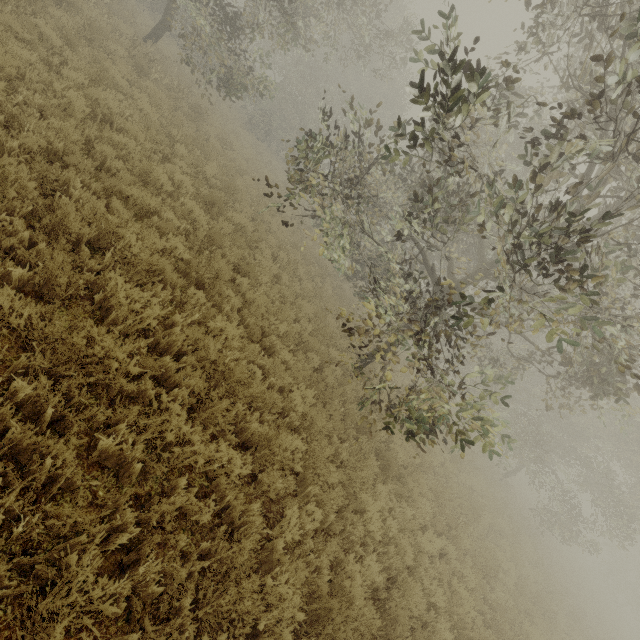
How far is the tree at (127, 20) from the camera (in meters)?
11.47

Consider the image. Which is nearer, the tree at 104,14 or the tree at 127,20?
the tree at 104,14

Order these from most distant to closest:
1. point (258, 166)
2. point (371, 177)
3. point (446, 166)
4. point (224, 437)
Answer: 1. point (371, 177)
2. point (258, 166)
3. point (446, 166)
4. point (224, 437)

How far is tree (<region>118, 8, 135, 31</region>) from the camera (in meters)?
11.47

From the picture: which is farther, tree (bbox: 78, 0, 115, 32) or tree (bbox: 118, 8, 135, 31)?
tree (bbox: 118, 8, 135, 31)
